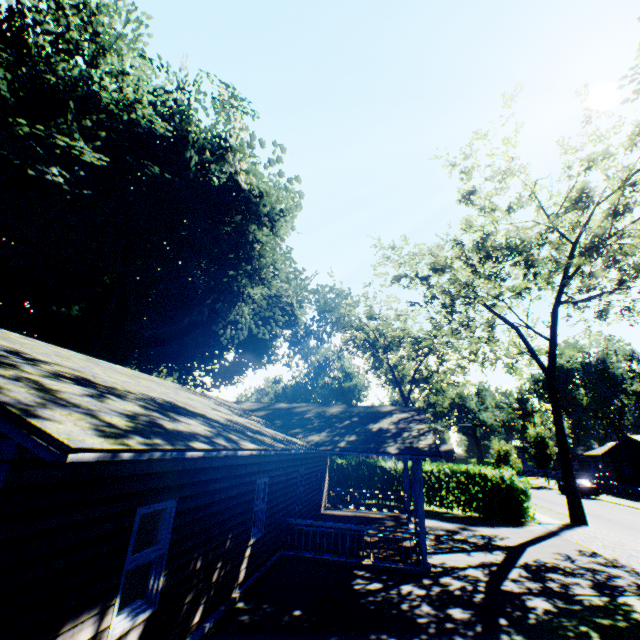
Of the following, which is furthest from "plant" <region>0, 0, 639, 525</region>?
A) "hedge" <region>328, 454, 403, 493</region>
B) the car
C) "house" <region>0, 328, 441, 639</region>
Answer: the car

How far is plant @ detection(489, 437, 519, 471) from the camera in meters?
30.3 m

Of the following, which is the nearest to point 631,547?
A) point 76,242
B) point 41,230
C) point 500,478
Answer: point 500,478

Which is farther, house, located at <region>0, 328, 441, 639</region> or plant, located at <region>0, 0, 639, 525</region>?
plant, located at <region>0, 0, 639, 525</region>

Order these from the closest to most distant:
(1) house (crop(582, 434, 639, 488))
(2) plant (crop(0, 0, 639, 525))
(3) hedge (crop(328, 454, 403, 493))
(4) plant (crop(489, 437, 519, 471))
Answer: (2) plant (crop(0, 0, 639, 525)) < (3) hedge (crop(328, 454, 403, 493)) < (4) plant (crop(489, 437, 519, 471)) < (1) house (crop(582, 434, 639, 488))

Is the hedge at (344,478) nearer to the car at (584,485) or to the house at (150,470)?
the house at (150,470)

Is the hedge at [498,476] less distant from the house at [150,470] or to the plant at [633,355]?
the house at [150,470]

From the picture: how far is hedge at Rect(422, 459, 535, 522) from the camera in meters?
19.5 m
